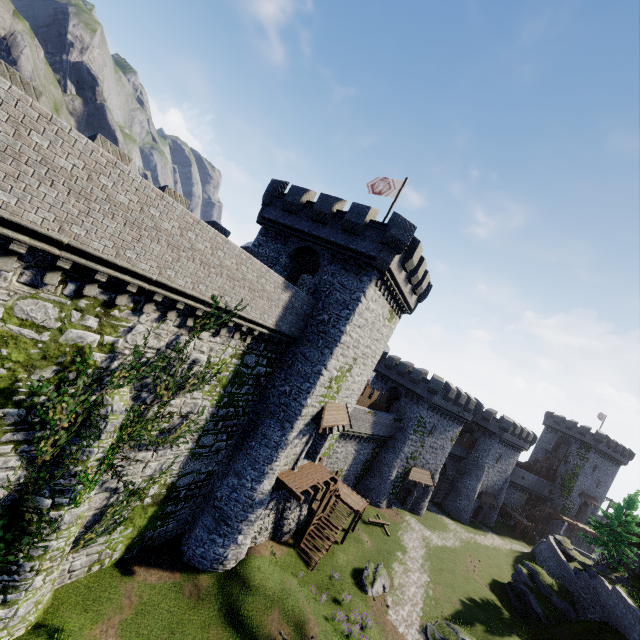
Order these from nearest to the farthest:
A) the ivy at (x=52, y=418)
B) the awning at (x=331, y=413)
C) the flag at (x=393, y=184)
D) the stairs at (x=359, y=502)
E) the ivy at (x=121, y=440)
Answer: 1. the ivy at (x=52, y=418)
2. the ivy at (x=121, y=440)
3. the awning at (x=331, y=413)
4. the flag at (x=393, y=184)
5. the stairs at (x=359, y=502)

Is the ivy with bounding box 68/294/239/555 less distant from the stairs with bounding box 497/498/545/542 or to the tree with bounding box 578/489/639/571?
the tree with bounding box 578/489/639/571

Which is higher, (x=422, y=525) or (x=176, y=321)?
(x=176, y=321)

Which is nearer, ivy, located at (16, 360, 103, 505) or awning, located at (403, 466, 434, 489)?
ivy, located at (16, 360, 103, 505)

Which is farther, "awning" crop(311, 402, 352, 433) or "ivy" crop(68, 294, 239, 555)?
"awning" crop(311, 402, 352, 433)

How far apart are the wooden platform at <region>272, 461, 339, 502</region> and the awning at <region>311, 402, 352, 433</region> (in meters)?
3.09

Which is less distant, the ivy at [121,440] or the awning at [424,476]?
the ivy at [121,440]

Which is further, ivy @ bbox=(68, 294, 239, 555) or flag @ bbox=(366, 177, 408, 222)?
flag @ bbox=(366, 177, 408, 222)
